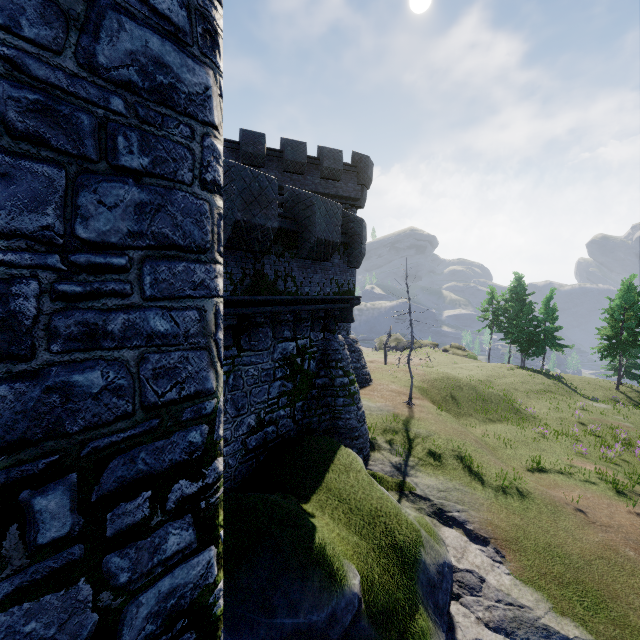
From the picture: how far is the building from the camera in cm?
1847

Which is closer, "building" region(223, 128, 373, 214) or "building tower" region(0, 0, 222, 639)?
"building tower" region(0, 0, 222, 639)

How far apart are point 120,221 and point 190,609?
3.0m

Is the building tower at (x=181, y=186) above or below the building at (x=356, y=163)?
below

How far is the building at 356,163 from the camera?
18.5m

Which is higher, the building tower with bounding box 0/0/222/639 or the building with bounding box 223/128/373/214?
the building with bounding box 223/128/373/214
